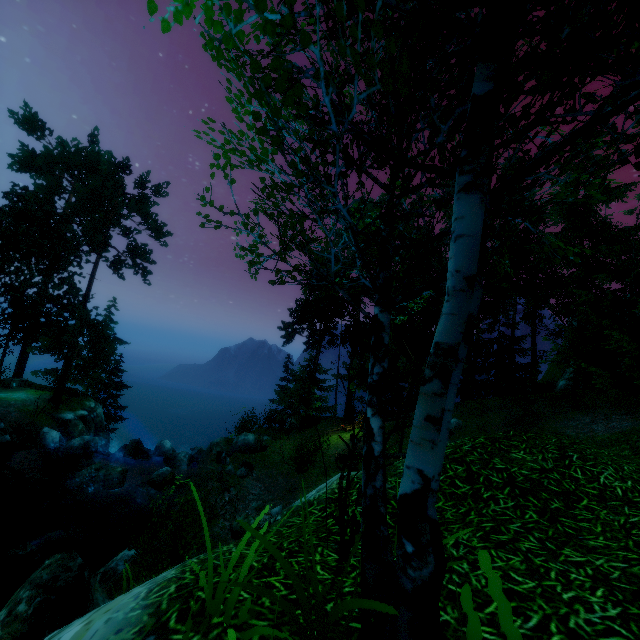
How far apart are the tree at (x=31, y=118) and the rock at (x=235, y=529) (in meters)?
36.81

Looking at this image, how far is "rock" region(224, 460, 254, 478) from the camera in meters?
15.5

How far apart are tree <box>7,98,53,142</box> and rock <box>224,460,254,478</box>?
34.11m

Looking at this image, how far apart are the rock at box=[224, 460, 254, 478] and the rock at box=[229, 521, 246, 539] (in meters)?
3.06

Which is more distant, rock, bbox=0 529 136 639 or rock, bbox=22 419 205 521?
rock, bbox=22 419 205 521

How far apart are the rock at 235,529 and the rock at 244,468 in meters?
3.1

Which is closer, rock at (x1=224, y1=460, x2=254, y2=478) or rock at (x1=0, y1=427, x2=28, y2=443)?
rock at (x1=224, y1=460, x2=254, y2=478)

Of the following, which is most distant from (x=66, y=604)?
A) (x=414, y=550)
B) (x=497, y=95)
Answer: (x=497, y=95)
